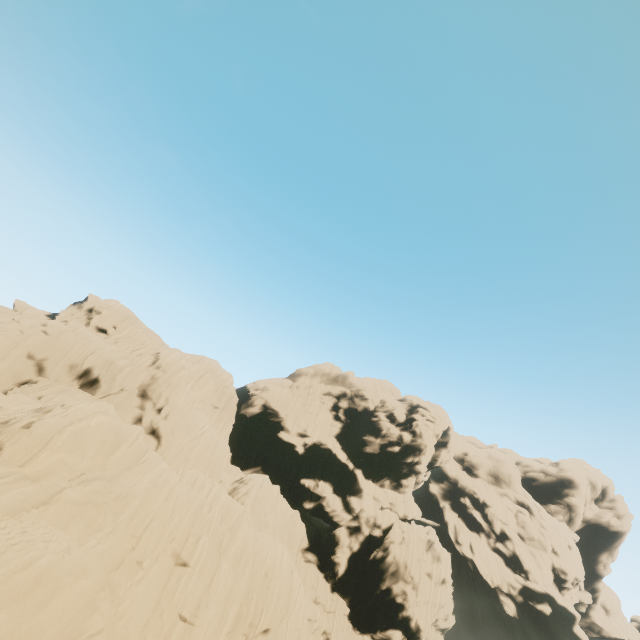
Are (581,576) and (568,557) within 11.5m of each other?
yes
